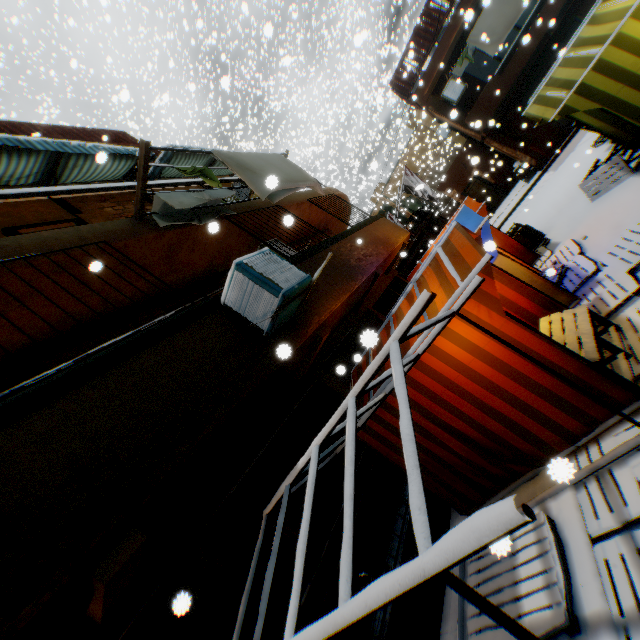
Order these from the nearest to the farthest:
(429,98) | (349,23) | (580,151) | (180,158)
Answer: (180,158) < (580,151) < (429,98) < (349,23)

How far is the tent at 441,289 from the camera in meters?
3.9 m

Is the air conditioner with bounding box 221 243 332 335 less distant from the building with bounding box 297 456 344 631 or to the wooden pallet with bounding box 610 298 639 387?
the building with bounding box 297 456 344 631

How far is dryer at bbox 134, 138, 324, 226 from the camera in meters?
4.9 m

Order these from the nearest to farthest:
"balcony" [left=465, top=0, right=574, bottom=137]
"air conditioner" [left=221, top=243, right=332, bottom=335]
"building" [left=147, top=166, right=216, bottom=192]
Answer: "air conditioner" [left=221, top=243, right=332, bottom=335] < "building" [left=147, top=166, right=216, bottom=192] < "balcony" [left=465, top=0, right=574, bottom=137]

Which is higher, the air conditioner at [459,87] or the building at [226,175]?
the building at [226,175]

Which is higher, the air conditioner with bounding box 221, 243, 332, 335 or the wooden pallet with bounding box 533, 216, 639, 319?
the air conditioner with bounding box 221, 243, 332, 335

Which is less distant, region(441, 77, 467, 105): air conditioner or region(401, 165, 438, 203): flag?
region(401, 165, 438, 203): flag
